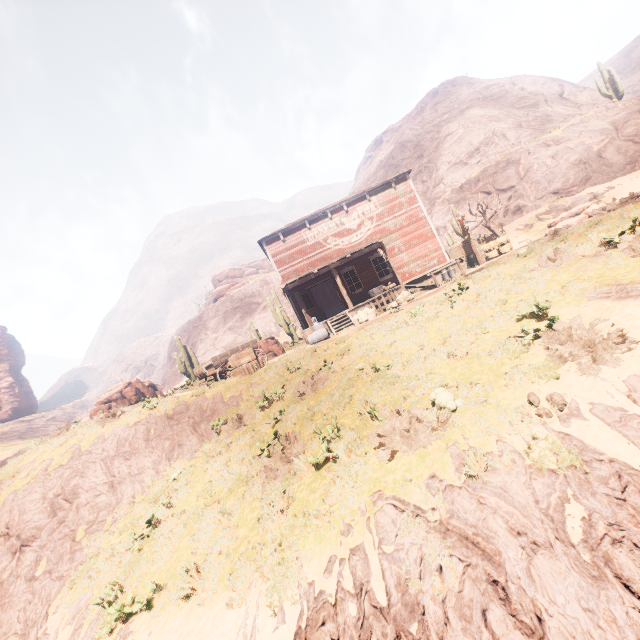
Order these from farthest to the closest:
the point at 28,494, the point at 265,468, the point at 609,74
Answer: the point at 609,74 → the point at 28,494 → the point at 265,468

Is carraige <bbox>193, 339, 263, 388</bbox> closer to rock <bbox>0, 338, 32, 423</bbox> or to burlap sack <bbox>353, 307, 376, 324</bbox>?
→ burlap sack <bbox>353, 307, 376, 324</bbox>

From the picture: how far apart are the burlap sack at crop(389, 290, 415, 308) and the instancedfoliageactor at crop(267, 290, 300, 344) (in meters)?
11.30

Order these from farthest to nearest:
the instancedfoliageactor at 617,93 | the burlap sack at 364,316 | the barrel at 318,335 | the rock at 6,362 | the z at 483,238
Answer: the rock at 6,362 → the instancedfoliageactor at 617,93 → the z at 483,238 → the burlap sack at 364,316 → the barrel at 318,335

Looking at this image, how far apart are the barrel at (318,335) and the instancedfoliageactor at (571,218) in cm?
1227

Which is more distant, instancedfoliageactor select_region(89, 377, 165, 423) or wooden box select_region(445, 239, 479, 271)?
wooden box select_region(445, 239, 479, 271)

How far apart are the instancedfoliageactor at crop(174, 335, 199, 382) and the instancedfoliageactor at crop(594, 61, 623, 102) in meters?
42.4

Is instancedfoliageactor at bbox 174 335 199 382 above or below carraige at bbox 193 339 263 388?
above
